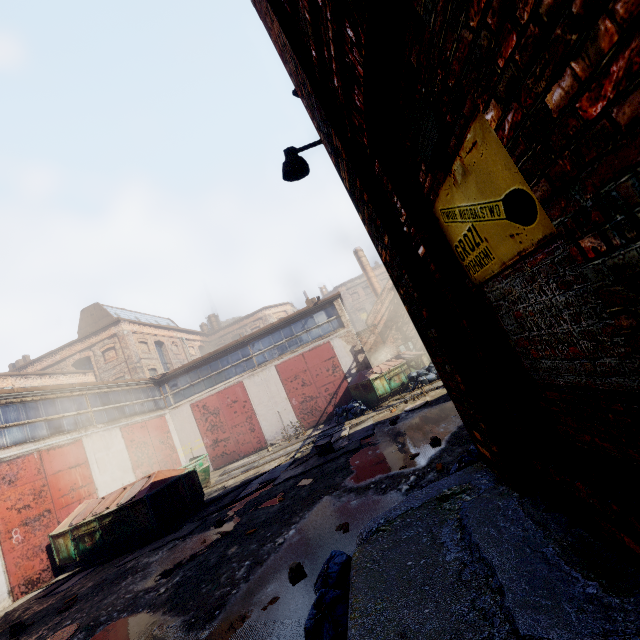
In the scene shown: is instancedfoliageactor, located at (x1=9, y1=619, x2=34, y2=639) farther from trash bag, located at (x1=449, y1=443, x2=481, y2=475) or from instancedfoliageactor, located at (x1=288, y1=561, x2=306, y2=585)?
trash bag, located at (x1=449, y1=443, x2=481, y2=475)

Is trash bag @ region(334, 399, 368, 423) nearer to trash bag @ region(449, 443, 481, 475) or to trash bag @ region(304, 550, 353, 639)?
trash bag @ region(449, 443, 481, 475)

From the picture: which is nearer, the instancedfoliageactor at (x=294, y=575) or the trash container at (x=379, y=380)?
the instancedfoliageactor at (x=294, y=575)

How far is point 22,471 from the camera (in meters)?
11.31

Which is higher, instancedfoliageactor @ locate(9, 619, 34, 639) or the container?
the container

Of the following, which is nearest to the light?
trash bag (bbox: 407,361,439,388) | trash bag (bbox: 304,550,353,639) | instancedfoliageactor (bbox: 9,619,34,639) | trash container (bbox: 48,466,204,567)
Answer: trash bag (bbox: 304,550,353,639)

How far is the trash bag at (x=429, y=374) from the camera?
15.6m

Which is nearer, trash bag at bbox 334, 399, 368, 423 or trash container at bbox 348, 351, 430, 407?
trash bag at bbox 334, 399, 368, 423
